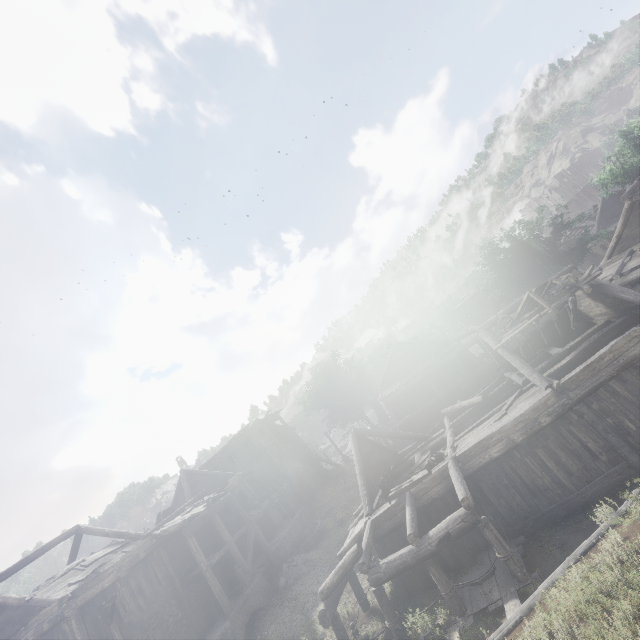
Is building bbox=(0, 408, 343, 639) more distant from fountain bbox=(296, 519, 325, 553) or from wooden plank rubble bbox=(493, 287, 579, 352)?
fountain bbox=(296, 519, 325, 553)

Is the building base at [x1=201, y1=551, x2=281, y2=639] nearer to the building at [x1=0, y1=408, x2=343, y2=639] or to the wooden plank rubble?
the building at [x1=0, y1=408, x2=343, y2=639]

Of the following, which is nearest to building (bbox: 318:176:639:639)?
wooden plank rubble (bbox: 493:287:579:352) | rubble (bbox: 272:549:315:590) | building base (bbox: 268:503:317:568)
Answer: building base (bbox: 268:503:317:568)

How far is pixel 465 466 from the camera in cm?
1237

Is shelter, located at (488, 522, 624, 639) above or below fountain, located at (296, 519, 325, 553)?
above

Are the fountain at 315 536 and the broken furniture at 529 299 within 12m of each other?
no

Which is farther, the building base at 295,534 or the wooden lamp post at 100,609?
the building base at 295,534

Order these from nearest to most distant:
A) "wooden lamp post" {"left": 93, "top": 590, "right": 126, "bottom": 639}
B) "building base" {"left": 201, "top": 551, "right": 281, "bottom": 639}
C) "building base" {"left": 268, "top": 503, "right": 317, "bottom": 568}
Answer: "wooden lamp post" {"left": 93, "top": 590, "right": 126, "bottom": 639}
"building base" {"left": 201, "top": 551, "right": 281, "bottom": 639}
"building base" {"left": 268, "top": 503, "right": 317, "bottom": 568}
